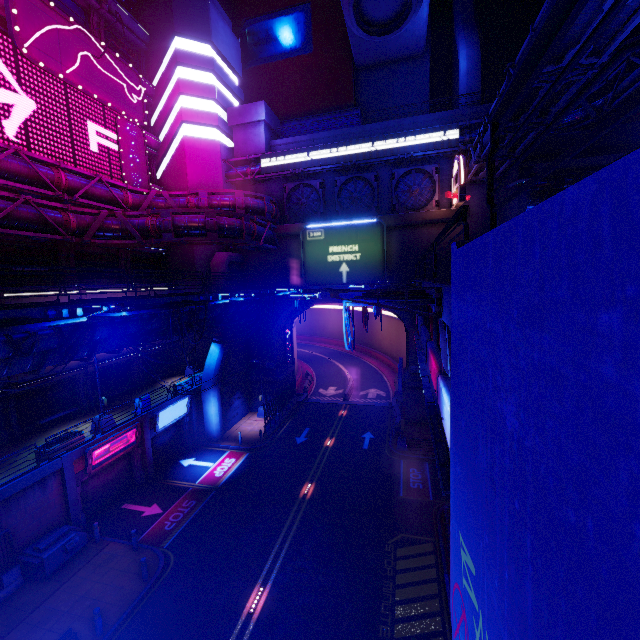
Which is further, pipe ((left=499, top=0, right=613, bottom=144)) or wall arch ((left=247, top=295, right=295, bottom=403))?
wall arch ((left=247, top=295, right=295, bottom=403))

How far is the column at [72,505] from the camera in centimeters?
1695cm

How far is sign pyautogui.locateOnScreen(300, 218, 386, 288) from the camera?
27.97m

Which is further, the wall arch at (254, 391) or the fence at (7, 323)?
the wall arch at (254, 391)

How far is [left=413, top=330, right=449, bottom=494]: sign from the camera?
5.2m

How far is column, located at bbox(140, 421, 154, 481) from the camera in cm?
2205

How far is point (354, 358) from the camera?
55.2 meters

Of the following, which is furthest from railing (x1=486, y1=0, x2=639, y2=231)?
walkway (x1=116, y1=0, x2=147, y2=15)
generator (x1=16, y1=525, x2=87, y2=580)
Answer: walkway (x1=116, y1=0, x2=147, y2=15)
